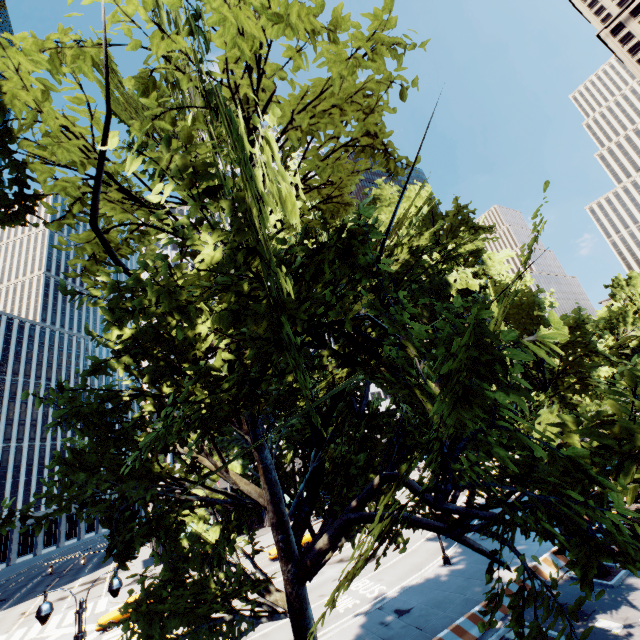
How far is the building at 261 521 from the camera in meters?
49.3

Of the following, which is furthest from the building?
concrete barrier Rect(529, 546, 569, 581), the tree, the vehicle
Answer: concrete barrier Rect(529, 546, 569, 581)

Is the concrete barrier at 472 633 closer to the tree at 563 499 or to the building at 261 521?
the tree at 563 499

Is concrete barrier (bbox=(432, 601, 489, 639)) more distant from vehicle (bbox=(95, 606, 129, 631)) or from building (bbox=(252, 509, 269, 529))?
building (bbox=(252, 509, 269, 529))

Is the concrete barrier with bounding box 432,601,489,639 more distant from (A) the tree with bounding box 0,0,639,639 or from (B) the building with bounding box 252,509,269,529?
(B) the building with bounding box 252,509,269,529

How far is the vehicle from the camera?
25.61m

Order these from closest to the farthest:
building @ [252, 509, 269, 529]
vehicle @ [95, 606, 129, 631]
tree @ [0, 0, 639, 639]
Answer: tree @ [0, 0, 639, 639] < vehicle @ [95, 606, 129, 631] < building @ [252, 509, 269, 529]

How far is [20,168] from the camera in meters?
6.0
